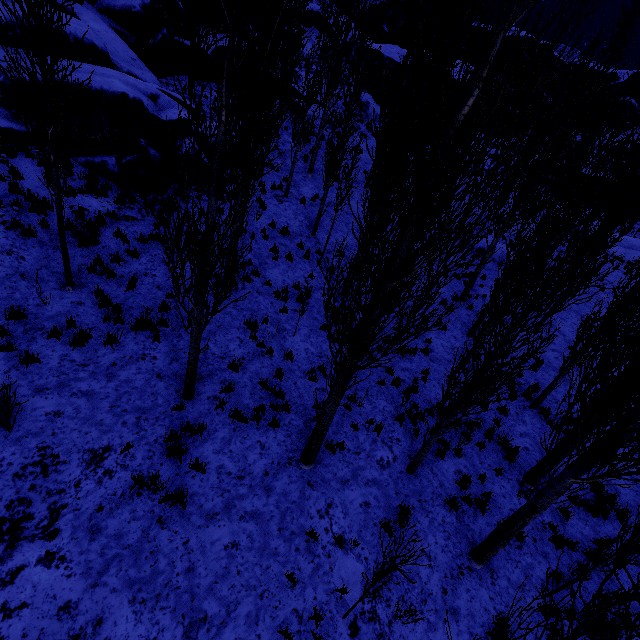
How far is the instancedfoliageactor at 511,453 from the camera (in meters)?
9.29

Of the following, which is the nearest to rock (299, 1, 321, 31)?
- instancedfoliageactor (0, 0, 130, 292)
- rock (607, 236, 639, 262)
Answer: instancedfoliageactor (0, 0, 130, 292)

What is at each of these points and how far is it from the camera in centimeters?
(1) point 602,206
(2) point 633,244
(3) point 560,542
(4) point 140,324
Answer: (1) instancedfoliageactor, 484cm
(2) rock, 2806cm
(3) instancedfoliageactor, 765cm
(4) instancedfoliageactor, 812cm

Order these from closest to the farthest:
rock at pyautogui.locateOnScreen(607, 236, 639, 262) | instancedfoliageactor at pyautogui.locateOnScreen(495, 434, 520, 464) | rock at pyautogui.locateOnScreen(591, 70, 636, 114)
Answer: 1. instancedfoliageactor at pyautogui.locateOnScreen(495, 434, 520, 464)
2. rock at pyautogui.locateOnScreen(607, 236, 639, 262)
3. rock at pyautogui.locateOnScreen(591, 70, 636, 114)

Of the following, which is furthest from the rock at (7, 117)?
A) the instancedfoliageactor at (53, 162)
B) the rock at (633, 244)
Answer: the rock at (633, 244)

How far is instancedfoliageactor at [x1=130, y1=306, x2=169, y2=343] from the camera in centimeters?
808cm
